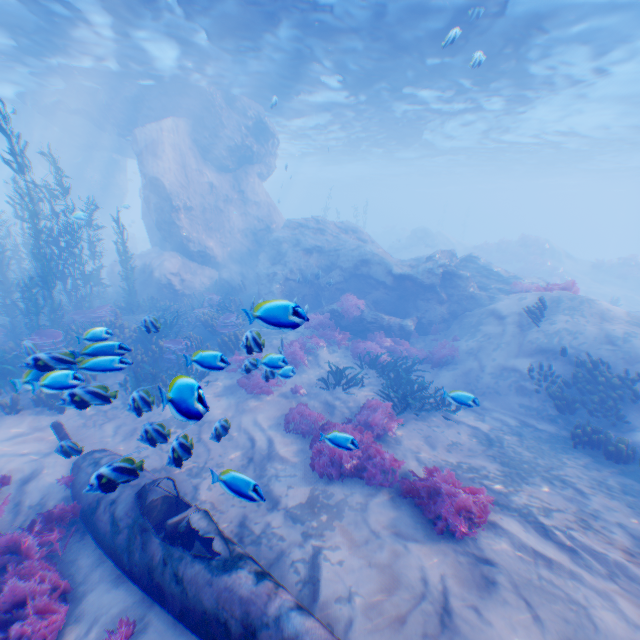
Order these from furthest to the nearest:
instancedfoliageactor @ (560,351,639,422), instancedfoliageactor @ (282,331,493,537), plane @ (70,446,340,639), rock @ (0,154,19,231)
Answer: rock @ (0,154,19,231) → instancedfoliageactor @ (560,351,639,422) → instancedfoliageactor @ (282,331,493,537) → plane @ (70,446,340,639)

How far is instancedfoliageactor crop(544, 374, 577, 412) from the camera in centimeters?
939cm

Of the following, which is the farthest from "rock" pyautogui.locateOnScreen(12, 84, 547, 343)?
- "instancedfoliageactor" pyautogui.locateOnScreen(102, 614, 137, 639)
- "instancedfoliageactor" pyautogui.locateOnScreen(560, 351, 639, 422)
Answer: "instancedfoliageactor" pyautogui.locateOnScreen(560, 351, 639, 422)

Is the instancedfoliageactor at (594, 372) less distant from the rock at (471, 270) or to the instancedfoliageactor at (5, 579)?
the instancedfoliageactor at (5, 579)

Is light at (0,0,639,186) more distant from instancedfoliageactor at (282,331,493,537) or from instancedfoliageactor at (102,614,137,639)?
instancedfoliageactor at (102,614,137,639)

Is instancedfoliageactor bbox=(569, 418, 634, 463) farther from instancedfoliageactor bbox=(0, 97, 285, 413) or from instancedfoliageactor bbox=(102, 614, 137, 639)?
instancedfoliageactor bbox=(102, 614, 137, 639)

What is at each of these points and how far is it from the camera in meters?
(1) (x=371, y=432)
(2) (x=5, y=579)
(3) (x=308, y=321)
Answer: (1) instancedfoliageactor, 8.6
(2) instancedfoliageactor, 4.9
(3) instancedfoliageactor, 15.1

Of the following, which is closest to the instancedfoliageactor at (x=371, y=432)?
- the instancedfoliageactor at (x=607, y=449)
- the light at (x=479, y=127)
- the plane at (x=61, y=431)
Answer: the plane at (x=61, y=431)
